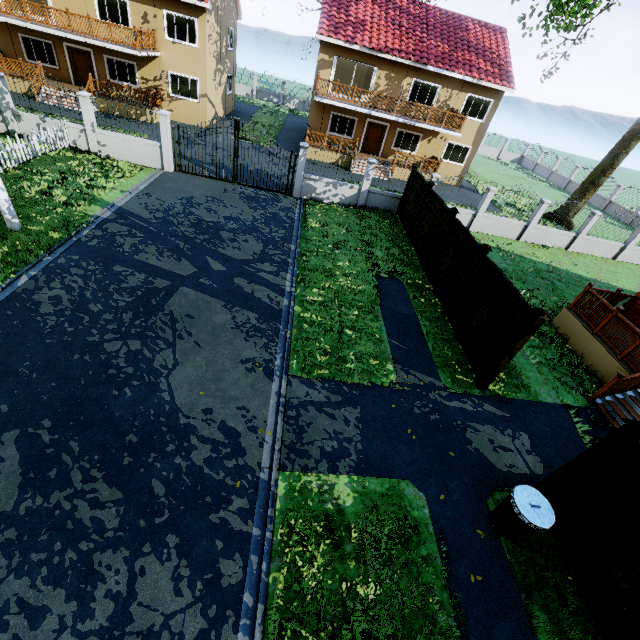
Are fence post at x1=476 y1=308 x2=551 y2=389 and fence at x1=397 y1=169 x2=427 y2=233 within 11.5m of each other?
yes

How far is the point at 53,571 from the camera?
4.3m

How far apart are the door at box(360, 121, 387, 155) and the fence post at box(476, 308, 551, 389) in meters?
21.5

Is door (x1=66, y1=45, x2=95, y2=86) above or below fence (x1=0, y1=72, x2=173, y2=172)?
above

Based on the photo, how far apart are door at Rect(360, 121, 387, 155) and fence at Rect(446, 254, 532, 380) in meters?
A: 18.6

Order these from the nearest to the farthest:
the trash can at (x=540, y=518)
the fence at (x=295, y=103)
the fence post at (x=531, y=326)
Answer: the trash can at (x=540, y=518), the fence post at (x=531, y=326), the fence at (x=295, y=103)

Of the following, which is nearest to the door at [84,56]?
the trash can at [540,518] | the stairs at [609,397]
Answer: the trash can at [540,518]

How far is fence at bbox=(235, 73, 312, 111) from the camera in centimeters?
3703cm
